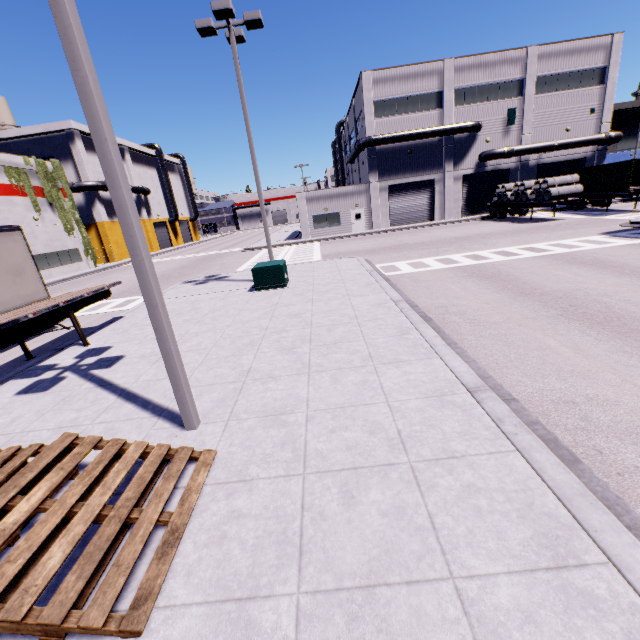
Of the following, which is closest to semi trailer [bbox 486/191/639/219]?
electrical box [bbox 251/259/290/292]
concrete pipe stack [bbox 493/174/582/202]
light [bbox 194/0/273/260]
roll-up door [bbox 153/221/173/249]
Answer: concrete pipe stack [bbox 493/174/582/202]

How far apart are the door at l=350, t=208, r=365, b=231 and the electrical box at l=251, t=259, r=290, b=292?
23.4m

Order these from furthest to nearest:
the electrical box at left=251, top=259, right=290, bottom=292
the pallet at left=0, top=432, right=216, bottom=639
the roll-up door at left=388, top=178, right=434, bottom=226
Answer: the roll-up door at left=388, top=178, right=434, bottom=226
the electrical box at left=251, top=259, right=290, bottom=292
the pallet at left=0, top=432, right=216, bottom=639

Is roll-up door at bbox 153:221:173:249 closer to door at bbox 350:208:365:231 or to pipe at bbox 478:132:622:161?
door at bbox 350:208:365:231

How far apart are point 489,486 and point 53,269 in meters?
40.0

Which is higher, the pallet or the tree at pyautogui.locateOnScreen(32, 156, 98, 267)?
the tree at pyautogui.locateOnScreen(32, 156, 98, 267)

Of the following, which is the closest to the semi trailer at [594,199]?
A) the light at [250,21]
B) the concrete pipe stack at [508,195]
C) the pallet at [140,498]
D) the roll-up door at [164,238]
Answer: the concrete pipe stack at [508,195]

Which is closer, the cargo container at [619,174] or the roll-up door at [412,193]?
the cargo container at [619,174]
